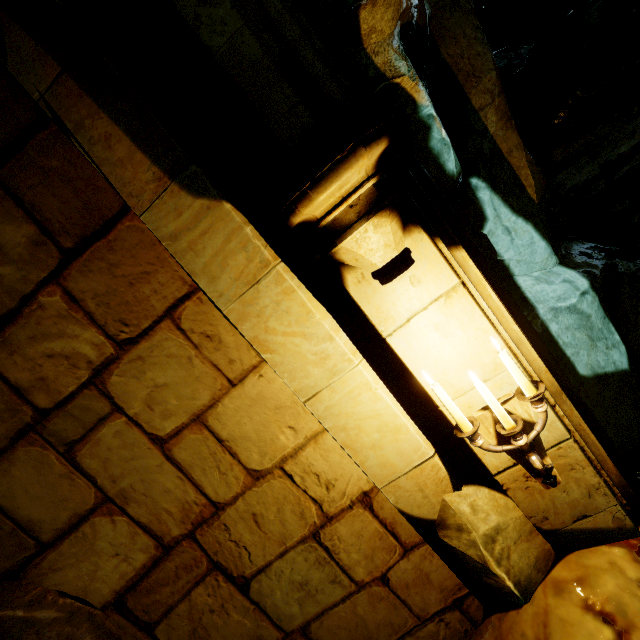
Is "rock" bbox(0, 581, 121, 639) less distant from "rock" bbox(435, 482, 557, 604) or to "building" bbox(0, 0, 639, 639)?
"building" bbox(0, 0, 639, 639)

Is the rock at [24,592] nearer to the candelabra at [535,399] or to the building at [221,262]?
the building at [221,262]

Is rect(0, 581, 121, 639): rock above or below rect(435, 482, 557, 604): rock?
above

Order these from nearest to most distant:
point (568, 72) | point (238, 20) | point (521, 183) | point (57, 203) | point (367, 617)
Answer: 1. point (238, 20)
2. point (57, 203)
3. point (367, 617)
4. point (521, 183)
5. point (568, 72)

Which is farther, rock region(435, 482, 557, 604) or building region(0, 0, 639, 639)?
rock region(435, 482, 557, 604)

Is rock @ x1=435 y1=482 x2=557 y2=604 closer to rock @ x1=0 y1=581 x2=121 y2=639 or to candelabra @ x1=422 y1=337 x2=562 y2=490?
rock @ x1=0 y1=581 x2=121 y2=639

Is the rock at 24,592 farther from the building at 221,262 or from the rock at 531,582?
the rock at 531,582
